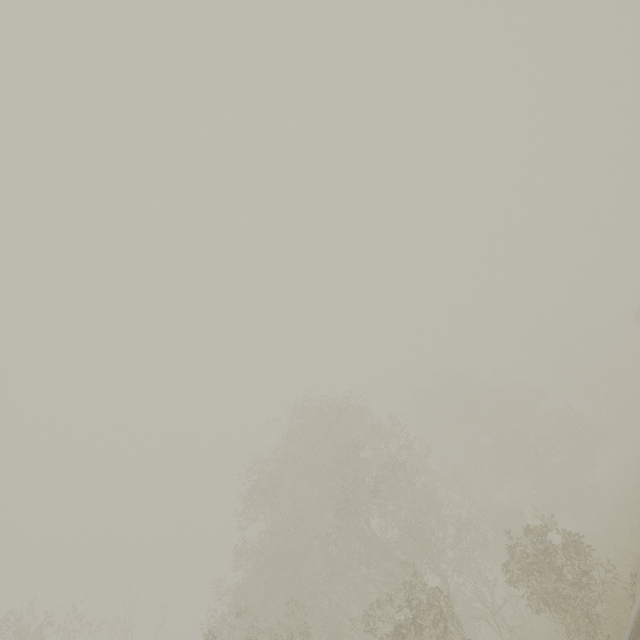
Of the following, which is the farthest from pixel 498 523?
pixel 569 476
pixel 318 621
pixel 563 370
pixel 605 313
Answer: pixel 605 313
